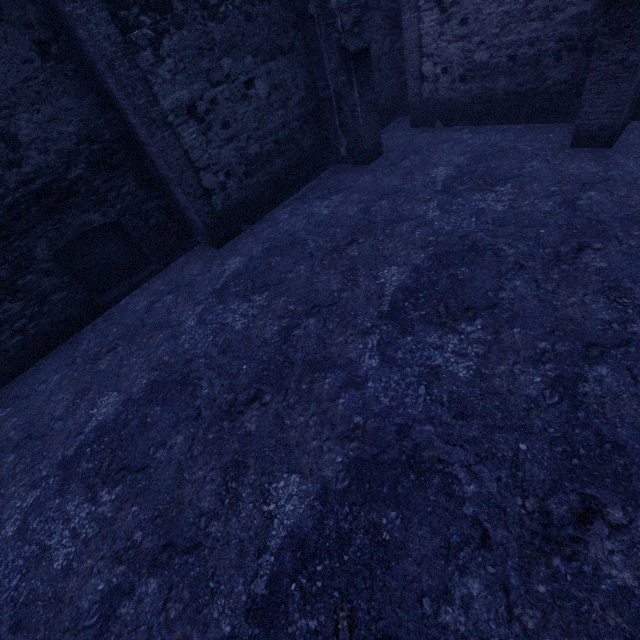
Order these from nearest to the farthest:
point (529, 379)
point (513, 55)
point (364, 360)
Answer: A:
1. point (529, 379)
2. point (364, 360)
3. point (513, 55)
